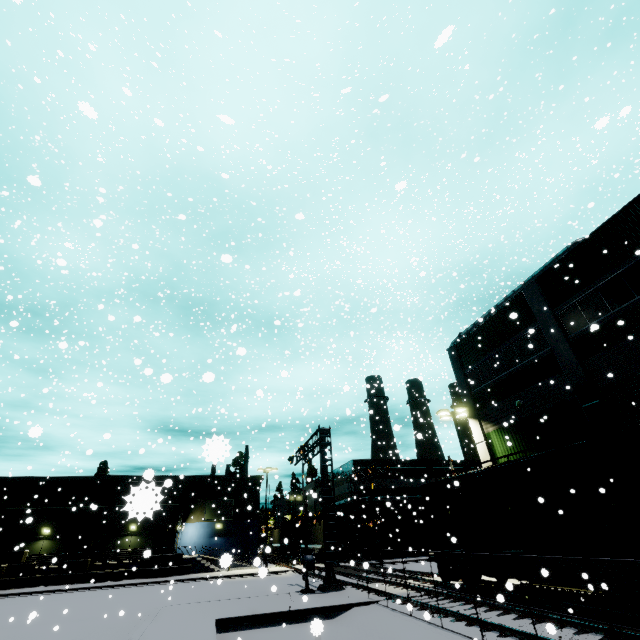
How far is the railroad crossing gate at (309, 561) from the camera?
18.3 meters

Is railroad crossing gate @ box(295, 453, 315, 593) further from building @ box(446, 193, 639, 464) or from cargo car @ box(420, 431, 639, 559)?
building @ box(446, 193, 639, 464)

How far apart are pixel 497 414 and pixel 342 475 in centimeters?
3101cm

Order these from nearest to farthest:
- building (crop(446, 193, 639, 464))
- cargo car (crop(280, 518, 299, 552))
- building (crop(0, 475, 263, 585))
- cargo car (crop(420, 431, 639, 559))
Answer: cargo car (crop(420, 431, 639, 559)) → building (crop(446, 193, 639, 464)) → building (crop(0, 475, 263, 585)) → cargo car (crop(280, 518, 299, 552))

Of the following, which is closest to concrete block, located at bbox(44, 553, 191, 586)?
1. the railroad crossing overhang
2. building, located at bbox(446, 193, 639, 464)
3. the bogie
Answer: building, located at bbox(446, 193, 639, 464)

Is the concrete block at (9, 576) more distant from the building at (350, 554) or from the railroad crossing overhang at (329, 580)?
the railroad crossing overhang at (329, 580)

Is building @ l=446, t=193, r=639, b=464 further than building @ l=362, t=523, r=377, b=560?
No

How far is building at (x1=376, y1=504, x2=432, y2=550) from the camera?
38.7 meters
